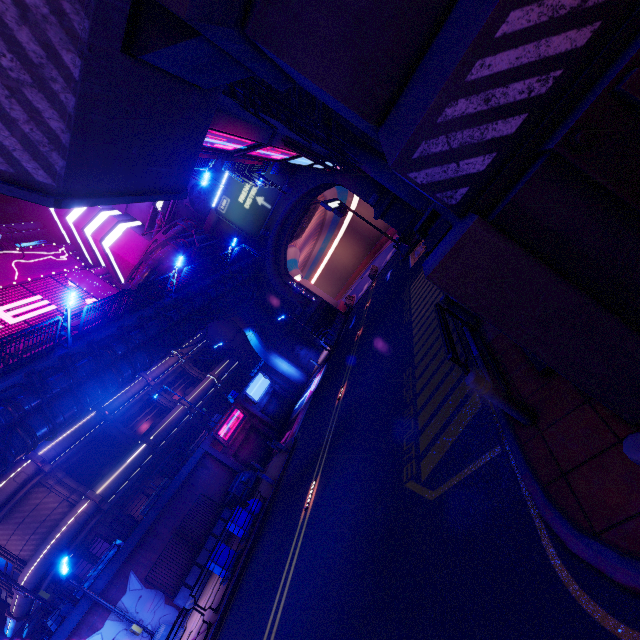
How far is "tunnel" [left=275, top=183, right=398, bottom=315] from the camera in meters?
35.8

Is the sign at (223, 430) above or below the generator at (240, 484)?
above

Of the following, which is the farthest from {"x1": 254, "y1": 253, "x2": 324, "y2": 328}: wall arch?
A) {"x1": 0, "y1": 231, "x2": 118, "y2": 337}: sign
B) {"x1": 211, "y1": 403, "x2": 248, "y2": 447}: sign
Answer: {"x1": 211, "y1": 403, "x2": 248, "y2": 447}: sign

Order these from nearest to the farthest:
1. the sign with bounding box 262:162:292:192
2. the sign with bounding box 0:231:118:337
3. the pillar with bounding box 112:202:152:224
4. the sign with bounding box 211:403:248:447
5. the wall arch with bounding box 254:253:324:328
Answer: the sign with bounding box 211:403:248:447, the sign with bounding box 0:231:118:337, the sign with bounding box 262:162:292:192, the wall arch with bounding box 254:253:324:328, the pillar with bounding box 112:202:152:224

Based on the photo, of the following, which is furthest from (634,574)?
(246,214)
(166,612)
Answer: (246,214)

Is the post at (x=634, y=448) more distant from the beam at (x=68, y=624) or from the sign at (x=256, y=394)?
the sign at (x=256, y=394)

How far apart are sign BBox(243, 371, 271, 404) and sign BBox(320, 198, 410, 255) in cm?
1652

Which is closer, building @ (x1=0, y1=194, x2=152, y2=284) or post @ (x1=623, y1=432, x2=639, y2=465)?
post @ (x1=623, y1=432, x2=639, y2=465)
